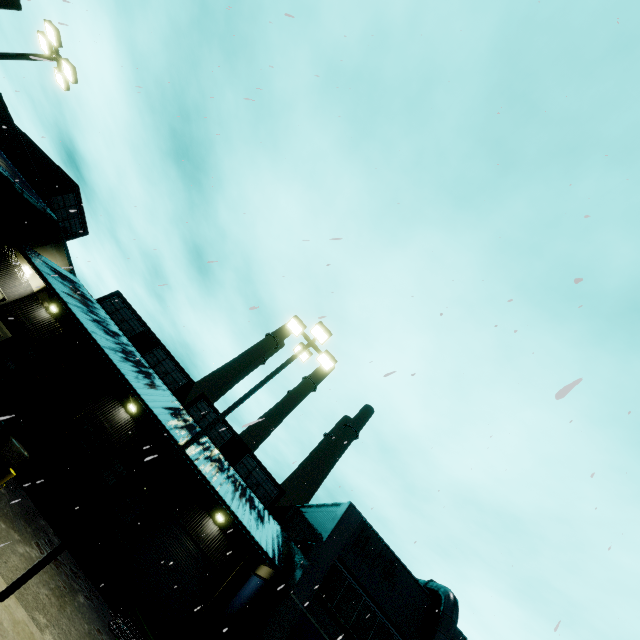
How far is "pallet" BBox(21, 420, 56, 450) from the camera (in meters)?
15.05

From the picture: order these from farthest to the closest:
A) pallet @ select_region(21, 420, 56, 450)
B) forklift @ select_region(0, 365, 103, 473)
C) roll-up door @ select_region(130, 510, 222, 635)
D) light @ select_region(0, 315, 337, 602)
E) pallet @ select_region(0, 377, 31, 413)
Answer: roll-up door @ select_region(130, 510, 222, 635) < pallet @ select_region(0, 377, 31, 413) < pallet @ select_region(21, 420, 56, 450) < forklift @ select_region(0, 365, 103, 473) < light @ select_region(0, 315, 337, 602)

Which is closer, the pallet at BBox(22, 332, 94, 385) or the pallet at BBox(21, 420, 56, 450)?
the pallet at BBox(22, 332, 94, 385)

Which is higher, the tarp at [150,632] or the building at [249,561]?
the building at [249,561]

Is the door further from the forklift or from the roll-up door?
the forklift

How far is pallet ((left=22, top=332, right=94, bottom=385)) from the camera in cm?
1306

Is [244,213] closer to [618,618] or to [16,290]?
[16,290]

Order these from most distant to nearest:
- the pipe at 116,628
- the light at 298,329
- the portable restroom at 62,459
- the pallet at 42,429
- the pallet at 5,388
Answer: the pallet at 5,388, the pallet at 42,429, the portable restroom at 62,459, the pipe at 116,628, the light at 298,329
